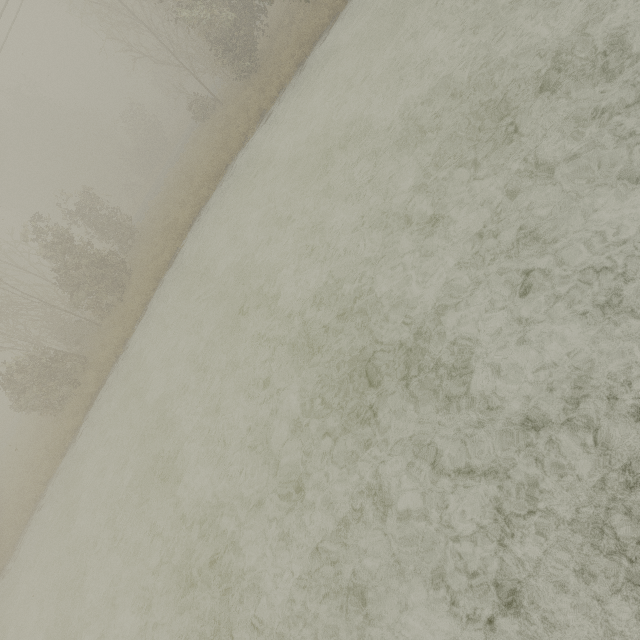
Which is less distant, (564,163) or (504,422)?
(504,422)
